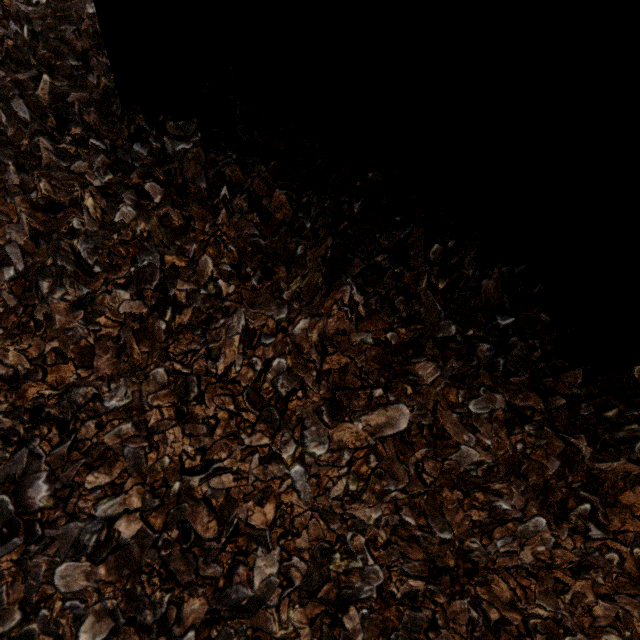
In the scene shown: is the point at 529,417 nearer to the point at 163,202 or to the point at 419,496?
the point at 419,496
